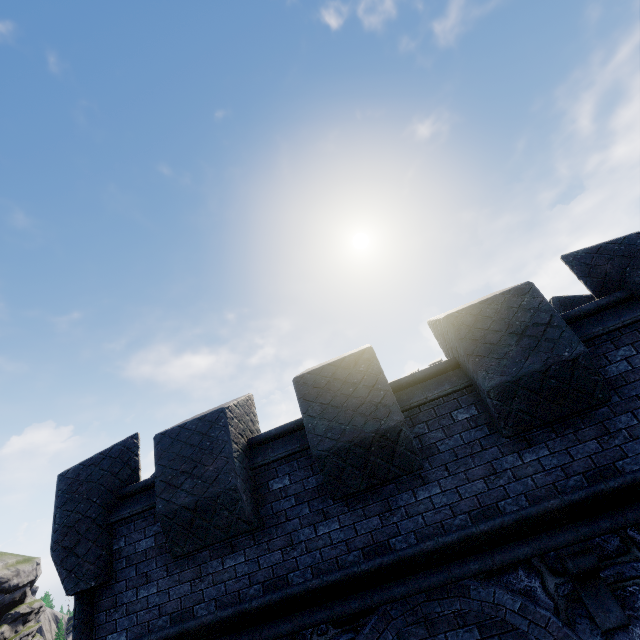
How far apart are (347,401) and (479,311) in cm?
233
